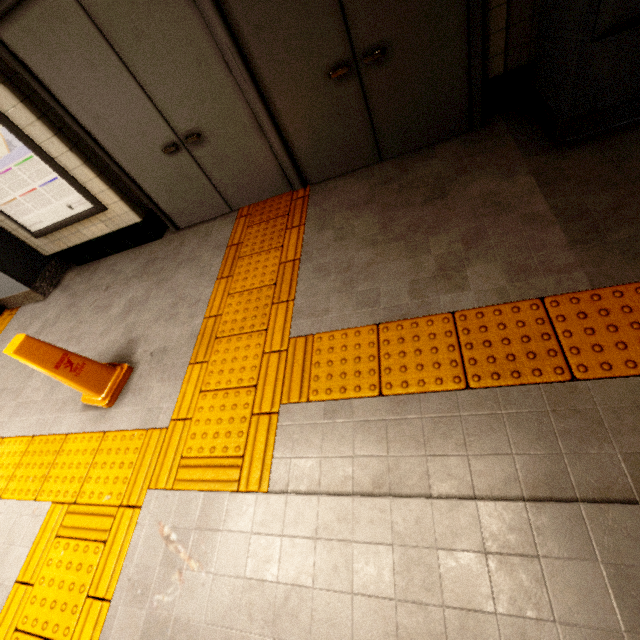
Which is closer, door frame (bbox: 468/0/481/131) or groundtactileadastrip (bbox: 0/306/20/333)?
door frame (bbox: 468/0/481/131)

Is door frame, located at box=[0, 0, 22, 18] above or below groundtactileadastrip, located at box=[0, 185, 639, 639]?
above

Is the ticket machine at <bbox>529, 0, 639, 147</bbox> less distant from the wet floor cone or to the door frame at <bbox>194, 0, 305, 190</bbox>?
the door frame at <bbox>194, 0, 305, 190</bbox>

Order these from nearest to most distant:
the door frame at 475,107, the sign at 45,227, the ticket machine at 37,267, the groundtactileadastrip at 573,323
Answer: the groundtactileadastrip at 573,323 < the door frame at 475,107 < the sign at 45,227 < the ticket machine at 37,267

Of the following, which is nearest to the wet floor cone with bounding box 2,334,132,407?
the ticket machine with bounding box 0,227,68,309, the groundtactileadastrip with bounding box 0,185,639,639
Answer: the groundtactileadastrip with bounding box 0,185,639,639

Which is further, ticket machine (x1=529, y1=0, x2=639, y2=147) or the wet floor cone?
the wet floor cone

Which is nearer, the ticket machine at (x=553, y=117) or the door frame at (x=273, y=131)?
the ticket machine at (x=553, y=117)

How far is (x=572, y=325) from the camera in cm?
164
